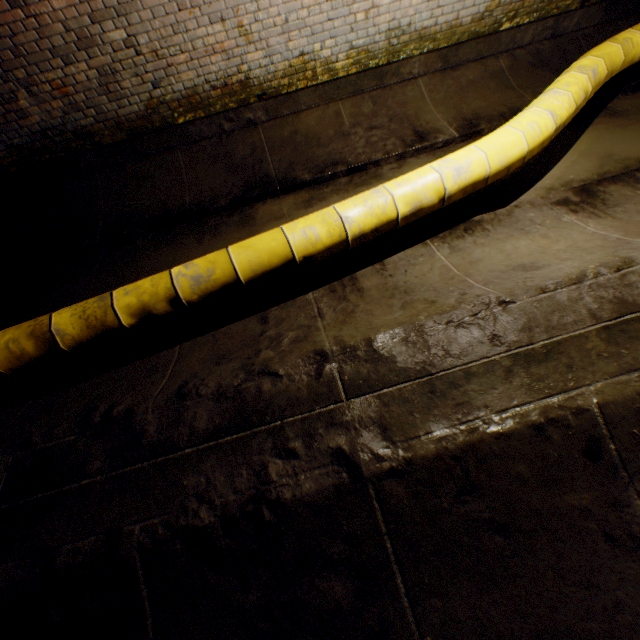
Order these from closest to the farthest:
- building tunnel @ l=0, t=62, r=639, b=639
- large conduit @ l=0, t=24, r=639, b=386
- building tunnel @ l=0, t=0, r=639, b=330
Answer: building tunnel @ l=0, t=62, r=639, b=639 → large conduit @ l=0, t=24, r=639, b=386 → building tunnel @ l=0, t=0, r=639, b=330

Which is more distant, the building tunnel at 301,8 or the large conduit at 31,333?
the building tunnel at 301,8

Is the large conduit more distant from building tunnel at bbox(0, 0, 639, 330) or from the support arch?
the support arch

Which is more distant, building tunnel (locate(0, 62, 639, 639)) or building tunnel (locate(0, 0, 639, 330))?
building tunnel (locate(0, 0, 639, 330))

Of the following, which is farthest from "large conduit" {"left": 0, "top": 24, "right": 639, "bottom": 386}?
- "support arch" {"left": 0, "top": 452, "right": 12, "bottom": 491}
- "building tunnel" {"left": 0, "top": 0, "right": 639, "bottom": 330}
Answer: "support arch" {"left": 0, "top": 452, "right": 12, "bottom": 491}

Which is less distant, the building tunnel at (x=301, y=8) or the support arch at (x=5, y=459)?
the support arch at (x=5, y=459)

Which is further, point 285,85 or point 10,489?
point 285,85

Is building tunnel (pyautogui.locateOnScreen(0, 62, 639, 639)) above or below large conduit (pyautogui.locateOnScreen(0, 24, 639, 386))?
below
